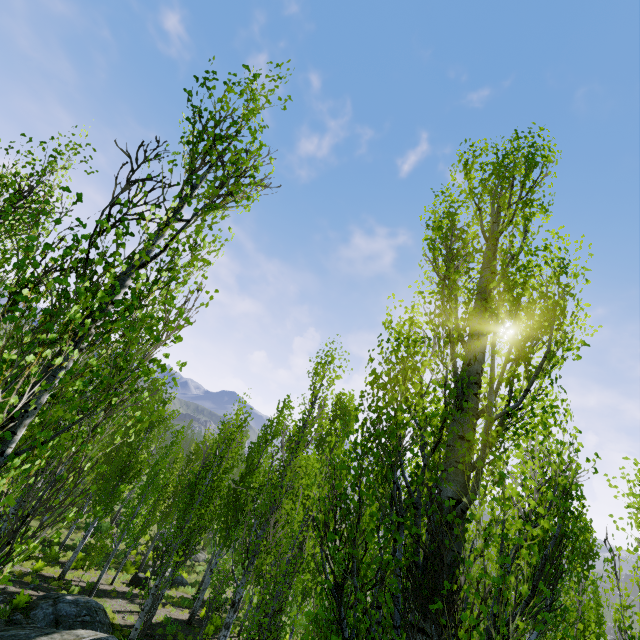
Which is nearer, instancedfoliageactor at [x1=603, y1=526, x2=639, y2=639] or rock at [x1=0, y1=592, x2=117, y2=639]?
instancedfoliageactor at [x1=603, y1=526, x2=639, y2=639]

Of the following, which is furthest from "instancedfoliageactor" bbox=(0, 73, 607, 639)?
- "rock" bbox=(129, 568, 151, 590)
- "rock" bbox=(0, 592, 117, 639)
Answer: "rock" bbox=(129, 568, 151, 590)

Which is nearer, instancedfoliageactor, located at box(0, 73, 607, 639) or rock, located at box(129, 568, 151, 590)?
Result: instancedfoliageactor, located at box(0, 73, 607, 639)

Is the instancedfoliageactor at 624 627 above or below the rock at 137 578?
above

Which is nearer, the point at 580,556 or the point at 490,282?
the point at 580,556

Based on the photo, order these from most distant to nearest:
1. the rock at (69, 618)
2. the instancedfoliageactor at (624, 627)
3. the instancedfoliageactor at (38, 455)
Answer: the rock at (69, 618)
the instancedfoliageactor at (624, 627)
the instancedfoliageactor at (38, 455)

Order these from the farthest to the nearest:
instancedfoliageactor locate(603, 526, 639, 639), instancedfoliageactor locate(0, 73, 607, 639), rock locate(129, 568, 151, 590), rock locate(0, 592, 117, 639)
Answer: rock locate(129, 568, 151, 590) → rock locate(0, 592, 117, 639) → instancedfoliageactor locate(603, 526, 639, 639) → instancedfoliageactor locate(0, 73, 607, 639)

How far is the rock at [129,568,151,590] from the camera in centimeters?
2056cm
